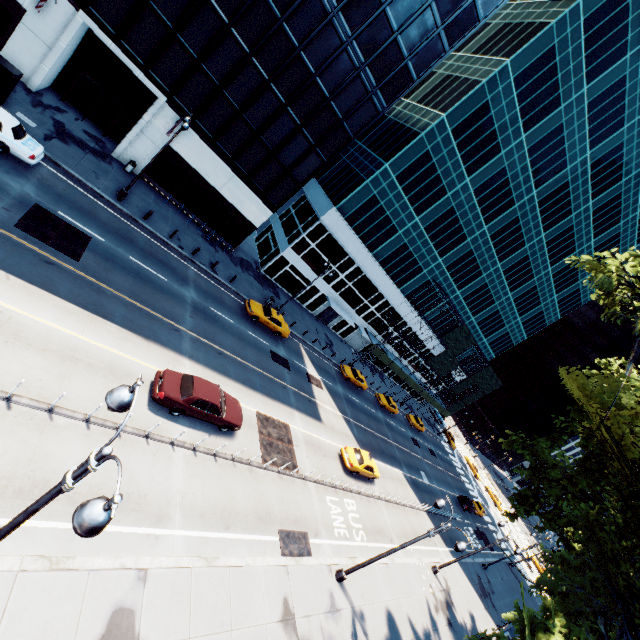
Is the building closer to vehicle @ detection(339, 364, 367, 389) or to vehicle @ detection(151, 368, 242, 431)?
vehicle @ detection(339, 364, 367, 389)

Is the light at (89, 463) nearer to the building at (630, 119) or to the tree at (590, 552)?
the tree at (590, 552)

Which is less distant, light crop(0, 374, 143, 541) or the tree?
light crop(0, 374, 143, 541)

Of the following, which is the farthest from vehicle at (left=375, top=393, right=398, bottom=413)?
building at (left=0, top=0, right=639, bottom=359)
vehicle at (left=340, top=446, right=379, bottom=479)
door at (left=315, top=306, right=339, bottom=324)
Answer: vehicle at (left=340, top=446, right=379, bottom=479)

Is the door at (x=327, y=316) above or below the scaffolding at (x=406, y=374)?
below

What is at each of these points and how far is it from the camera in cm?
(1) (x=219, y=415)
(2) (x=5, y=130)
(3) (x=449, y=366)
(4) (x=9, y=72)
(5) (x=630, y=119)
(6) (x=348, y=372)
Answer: (1) vehicle, 1620
(2) vehicle, 1591
(3) scaffolding, 5400
(4) bus stop, 1770
(5) building, 3612
(6) vehicle, 3841

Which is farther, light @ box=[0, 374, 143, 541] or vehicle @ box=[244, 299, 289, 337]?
vehicle @ box=[244, 299, 289, 337]

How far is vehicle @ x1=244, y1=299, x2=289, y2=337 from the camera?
27.8 meters
